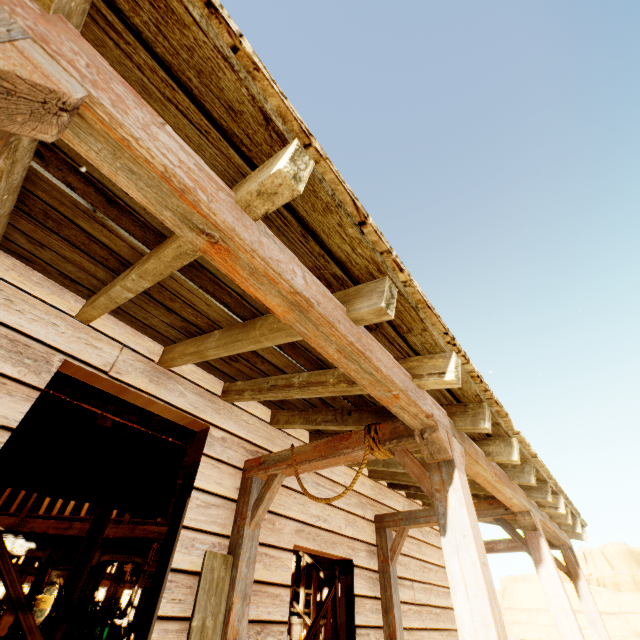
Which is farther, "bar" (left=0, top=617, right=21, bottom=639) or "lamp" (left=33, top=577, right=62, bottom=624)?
"bar" (left=0, top=617, right=21, bottom=639)

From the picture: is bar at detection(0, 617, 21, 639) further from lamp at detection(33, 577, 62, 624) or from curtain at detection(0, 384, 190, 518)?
curtain at detection(0, 384, 190, 518)

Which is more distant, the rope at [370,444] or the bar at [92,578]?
the bar at [92,578]

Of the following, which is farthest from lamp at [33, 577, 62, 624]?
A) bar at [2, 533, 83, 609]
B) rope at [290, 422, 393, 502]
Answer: rope at [290, 422, 393, 502]

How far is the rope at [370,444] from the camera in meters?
2.2

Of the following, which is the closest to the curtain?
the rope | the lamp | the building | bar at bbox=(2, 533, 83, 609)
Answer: the building

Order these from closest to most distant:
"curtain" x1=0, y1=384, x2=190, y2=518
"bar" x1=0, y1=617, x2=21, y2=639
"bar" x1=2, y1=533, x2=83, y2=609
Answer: "curtain" x1=0, y1=384, x2=190, y2=518
"bar" x1=0, y1=617, x2=21, y2=639
"bar" x1=2, y1=533, x2=83, y2=609

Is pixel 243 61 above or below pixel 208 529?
above
